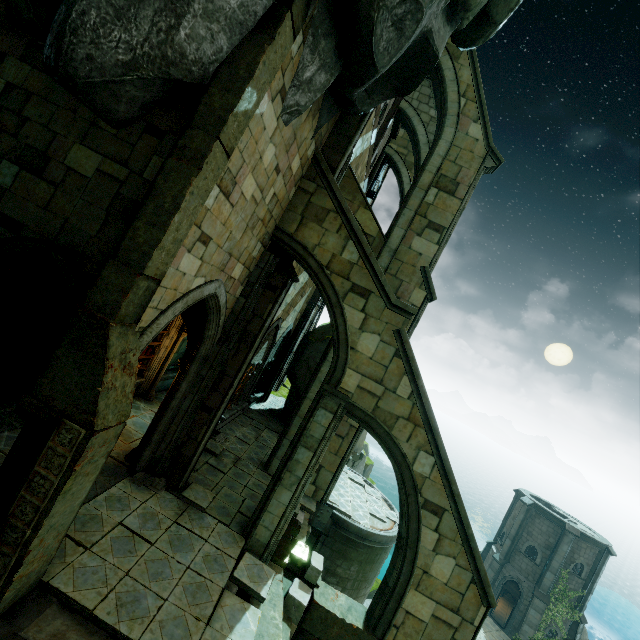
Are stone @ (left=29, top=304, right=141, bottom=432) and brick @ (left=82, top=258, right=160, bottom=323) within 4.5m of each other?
yes

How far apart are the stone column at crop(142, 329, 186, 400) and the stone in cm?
796

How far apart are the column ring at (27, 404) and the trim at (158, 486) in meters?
3.8 m

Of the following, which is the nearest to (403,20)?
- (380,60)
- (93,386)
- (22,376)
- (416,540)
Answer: (380,60)

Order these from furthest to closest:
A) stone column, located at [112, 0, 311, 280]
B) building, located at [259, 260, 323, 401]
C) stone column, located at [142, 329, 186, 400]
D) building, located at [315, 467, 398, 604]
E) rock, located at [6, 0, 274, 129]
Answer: building, located at [259, 260, 323, 401], stone column, located at [142, 329, 186, 400], building, located at [315, 467, 398, 604], stone column, located at [112, 0, 311, 280], rock, located at [6, 0, 274, 129]

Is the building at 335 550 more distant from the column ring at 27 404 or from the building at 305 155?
the column ring at 27 404

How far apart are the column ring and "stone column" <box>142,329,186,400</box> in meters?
7.8 m

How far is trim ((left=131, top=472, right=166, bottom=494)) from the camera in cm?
841
